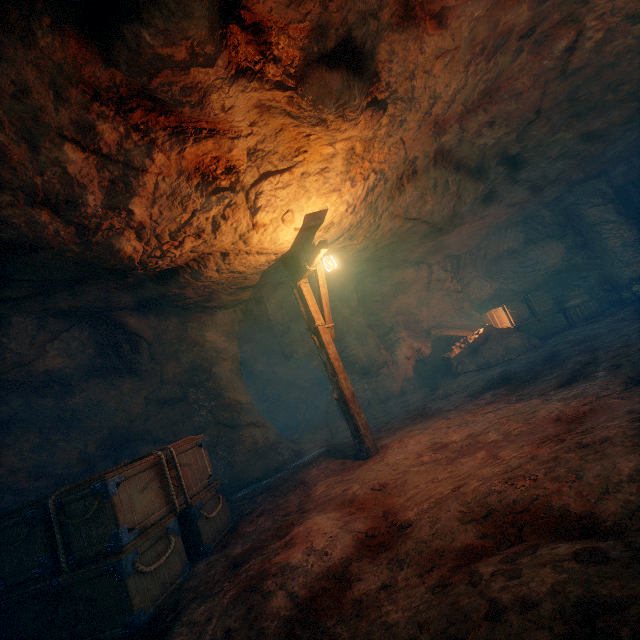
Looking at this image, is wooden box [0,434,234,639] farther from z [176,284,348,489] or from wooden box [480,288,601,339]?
wooden box [480,288,601,339]

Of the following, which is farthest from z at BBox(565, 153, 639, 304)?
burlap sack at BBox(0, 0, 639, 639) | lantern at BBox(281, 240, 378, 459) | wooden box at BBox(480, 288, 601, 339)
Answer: lantern at BBox(281, 240, 378, 459)

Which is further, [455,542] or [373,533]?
[373,533]

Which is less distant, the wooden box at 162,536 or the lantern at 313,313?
the wooden box at 162,536

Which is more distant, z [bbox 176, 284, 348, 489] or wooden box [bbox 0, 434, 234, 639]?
z [bbox 176, 284, 348, 489]

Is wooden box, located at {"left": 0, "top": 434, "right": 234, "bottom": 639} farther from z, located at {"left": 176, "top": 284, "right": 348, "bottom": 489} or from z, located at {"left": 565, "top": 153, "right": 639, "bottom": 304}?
z, located at {"left": 565, "top": 153, "right": 639, "bottom": 304}

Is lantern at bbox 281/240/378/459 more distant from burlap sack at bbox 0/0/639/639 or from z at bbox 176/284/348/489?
z at bbox 176/284/348/489

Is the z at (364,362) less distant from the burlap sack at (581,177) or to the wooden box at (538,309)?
the burlap sack at (581,177)
